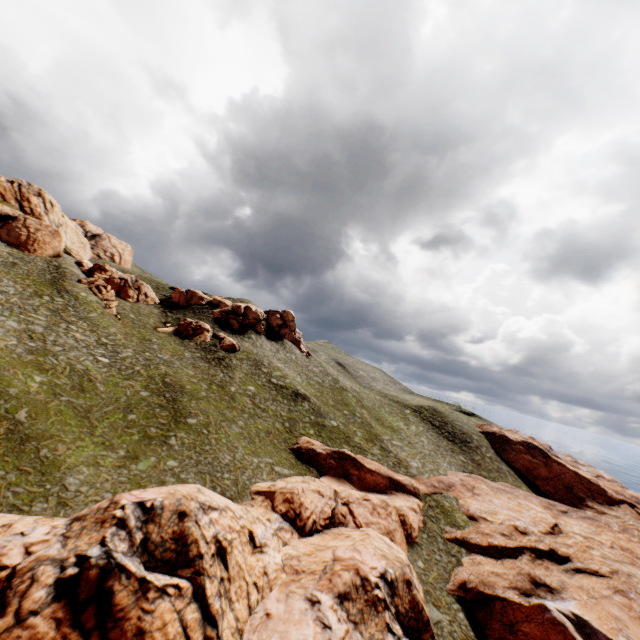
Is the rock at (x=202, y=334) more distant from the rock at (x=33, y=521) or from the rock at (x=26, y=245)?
the rock at (x=33, y=521)

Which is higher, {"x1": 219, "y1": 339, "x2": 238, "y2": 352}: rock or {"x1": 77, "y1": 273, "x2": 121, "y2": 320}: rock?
{"x1": 77, "y1": 273, "x2": 121, "y2": 320}: rock

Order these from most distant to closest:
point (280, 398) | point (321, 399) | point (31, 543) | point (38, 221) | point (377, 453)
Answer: point (321, 399) → point (38, 221) → point (280, 398) → point (377, 453) → point (31, 543)

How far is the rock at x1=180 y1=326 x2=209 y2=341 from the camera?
58.59m

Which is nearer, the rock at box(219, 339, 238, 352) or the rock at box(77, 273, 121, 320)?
the rock at box(77, 273, 121, 320)

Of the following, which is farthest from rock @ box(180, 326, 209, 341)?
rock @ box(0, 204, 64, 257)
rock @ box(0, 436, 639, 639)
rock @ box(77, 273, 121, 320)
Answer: rock @ box(0, 436, 639, 639)

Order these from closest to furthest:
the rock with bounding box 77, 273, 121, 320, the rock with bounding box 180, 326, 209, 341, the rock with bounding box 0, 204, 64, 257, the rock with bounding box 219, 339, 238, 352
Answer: the rock with bounding box 0, 204, 64, 257 < the rock with bounding box 77, 273, 121, 320 < the rock with bounding box 219, 339, 238, 352 < the rock with bounding box 180, 326, 209, 341

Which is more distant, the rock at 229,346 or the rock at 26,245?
the rock at 229,346
